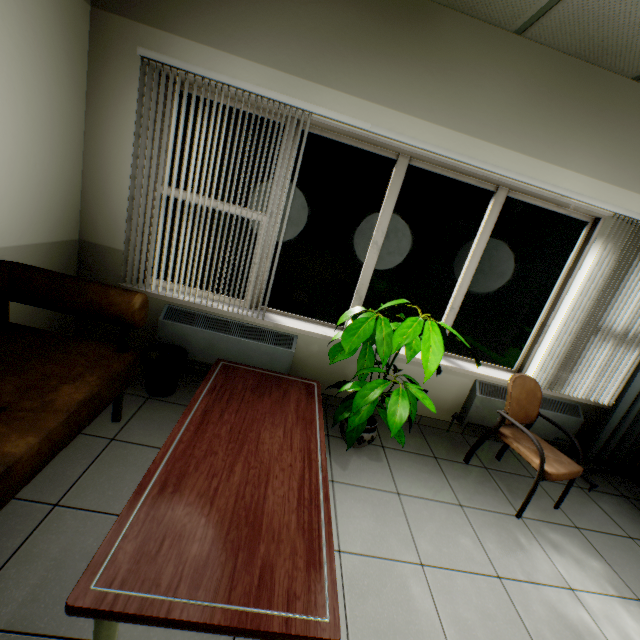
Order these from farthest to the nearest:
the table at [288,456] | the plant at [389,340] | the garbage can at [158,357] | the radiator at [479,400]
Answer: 1. the radiator at [479,400]
2. the garbage can at [158,357]
3. the plant at [389,340]
4. the table at [288,456]

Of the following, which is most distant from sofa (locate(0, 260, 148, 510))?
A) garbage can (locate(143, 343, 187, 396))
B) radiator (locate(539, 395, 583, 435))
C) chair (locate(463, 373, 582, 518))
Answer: radiator (locate(539, 395, 583, 435))

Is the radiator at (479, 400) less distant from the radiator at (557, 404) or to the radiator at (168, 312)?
the radiator at (557, 404)

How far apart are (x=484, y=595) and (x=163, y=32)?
4.12m

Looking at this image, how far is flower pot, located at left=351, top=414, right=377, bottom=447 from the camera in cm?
256

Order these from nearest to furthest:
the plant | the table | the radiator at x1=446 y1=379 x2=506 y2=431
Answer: the table → the plant → the radiator at x1=446 y1=379 x2=506 y2=431

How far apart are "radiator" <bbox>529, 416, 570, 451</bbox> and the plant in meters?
1.8

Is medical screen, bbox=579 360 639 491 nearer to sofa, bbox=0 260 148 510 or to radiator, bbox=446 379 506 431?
radiator, bbox=446 379 506 431
